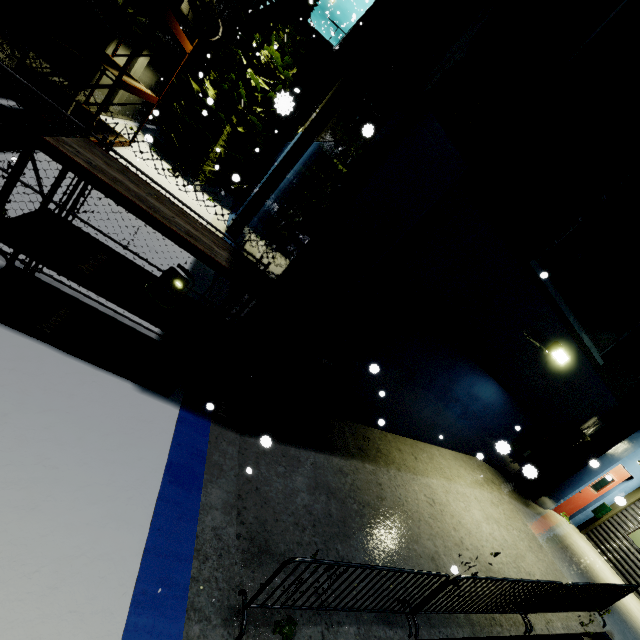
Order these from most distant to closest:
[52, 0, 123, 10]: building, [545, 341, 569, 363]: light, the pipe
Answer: the pipe, [52, 0, 123, 10]: building, [545, 341, 569, 363]: light

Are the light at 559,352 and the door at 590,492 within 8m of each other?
yes

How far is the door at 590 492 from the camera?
10.0 meters

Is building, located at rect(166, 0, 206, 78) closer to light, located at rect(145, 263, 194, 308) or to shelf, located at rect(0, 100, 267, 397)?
shelf, located at rect(0, 100, 267, 397)

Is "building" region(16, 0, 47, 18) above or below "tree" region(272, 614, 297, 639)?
above

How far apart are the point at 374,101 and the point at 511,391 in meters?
8.0

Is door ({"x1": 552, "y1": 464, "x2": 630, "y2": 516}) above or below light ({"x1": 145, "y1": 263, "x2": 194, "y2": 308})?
above

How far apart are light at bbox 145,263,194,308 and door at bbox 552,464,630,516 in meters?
12.5
